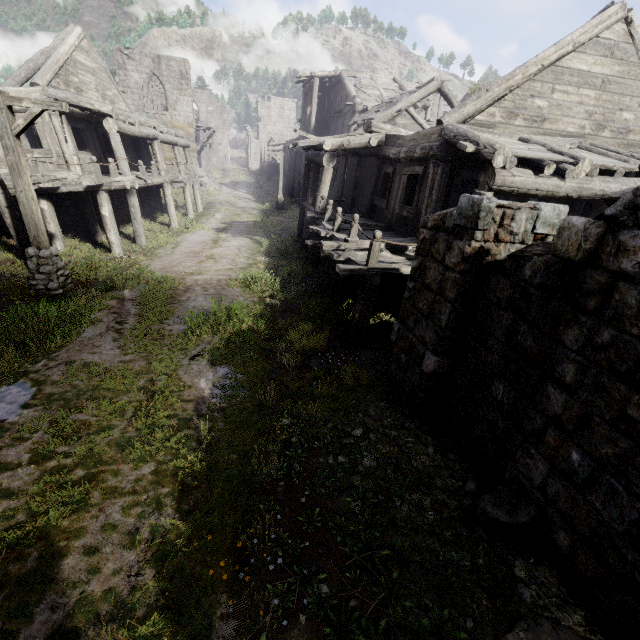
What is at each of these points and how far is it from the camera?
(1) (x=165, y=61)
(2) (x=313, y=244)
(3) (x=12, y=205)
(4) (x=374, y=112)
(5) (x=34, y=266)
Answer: (1) building, 28.2 meters
(2) building, 10.5 meters
(3) building, 10.1 meters
(4) wooden plank rubble, 18.3 meters
(5) wooden lamp post, 8.6 meters

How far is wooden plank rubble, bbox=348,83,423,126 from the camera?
17.6 meters

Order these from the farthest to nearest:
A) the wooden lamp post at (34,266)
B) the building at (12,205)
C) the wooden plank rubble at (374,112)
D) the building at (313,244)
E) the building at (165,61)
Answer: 1. the wooden plank rubble at (374,112)
2. the building at (165,61)
3. the building at (12,205)
4. the wooden lamp post at (34,266)
5. the building at (313,244)

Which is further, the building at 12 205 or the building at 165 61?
the building at 165 61

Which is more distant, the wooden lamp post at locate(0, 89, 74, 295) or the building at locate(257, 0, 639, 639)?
the wooden lamp post at locate(0, 89, 74, 295)

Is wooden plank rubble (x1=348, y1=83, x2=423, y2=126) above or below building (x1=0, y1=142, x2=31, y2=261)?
above

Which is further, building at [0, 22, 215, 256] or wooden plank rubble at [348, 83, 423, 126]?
wooden plank rubble at [348, 83, 423, 126]

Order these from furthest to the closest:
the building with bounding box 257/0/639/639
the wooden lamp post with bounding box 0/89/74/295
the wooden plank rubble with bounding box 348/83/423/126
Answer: the wooden plank rubble with bounding box 348/83/423/126, the wooden lamp post with bounding box 0/89/74/295, the building with bounding box 257/0/639/639
